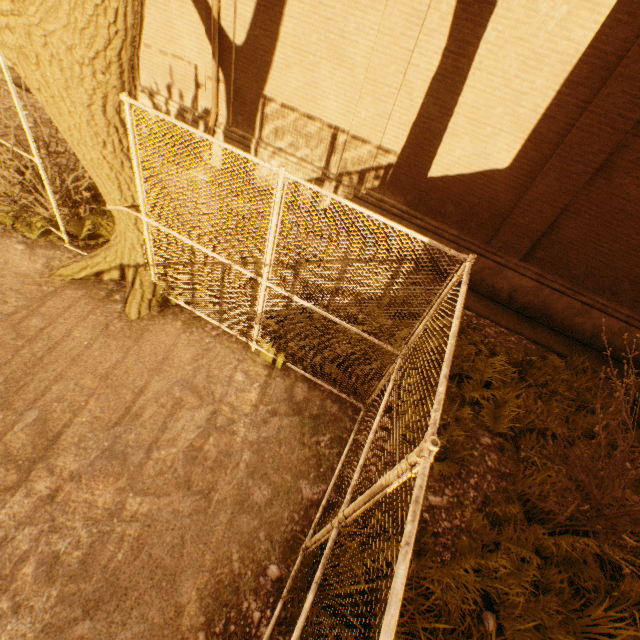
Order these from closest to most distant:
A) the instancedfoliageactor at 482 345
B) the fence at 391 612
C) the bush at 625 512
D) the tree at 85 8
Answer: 1. the fence at 391 612
2. the tree at 85 8
3. the bush at 625 512
4. the instancedfoliageactor at 482 345

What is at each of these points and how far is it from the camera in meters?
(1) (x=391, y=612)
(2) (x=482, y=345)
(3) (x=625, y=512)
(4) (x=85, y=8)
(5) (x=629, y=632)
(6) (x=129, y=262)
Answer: (1) fence, 1.1
(2) instancedfoliageactor, 6.2
(3) bush, 3.9
(4) tree, 2.9
(5) instancedfoliageactor, 3.4
(6) tree, 5.3

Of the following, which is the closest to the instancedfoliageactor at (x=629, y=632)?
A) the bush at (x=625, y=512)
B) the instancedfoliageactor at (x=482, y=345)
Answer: the bush at (x=625, y=512)

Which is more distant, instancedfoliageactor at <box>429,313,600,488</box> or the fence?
instancedfoliageactor at <box>429,313,600,488</box>

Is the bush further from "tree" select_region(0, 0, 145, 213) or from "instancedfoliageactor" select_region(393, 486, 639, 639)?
"tree" select_region(0, 0, 145, 213)

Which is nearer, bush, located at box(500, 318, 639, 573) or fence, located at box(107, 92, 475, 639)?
fence, located at box(107, 92, 475, 639)

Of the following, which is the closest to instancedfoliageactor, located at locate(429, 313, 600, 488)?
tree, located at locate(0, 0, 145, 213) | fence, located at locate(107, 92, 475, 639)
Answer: fence, located at locate(107, 92, 475, 639)

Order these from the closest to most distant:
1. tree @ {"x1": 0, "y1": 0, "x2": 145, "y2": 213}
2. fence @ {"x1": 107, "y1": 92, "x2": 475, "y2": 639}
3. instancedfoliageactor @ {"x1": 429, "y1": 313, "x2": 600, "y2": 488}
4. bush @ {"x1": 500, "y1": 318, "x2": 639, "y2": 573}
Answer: fence @ {"x1": 107, "y1": 92, "x2": 475, "y2": 639}, tree @ {"x1": 0, "y1": 0, "x2": 145, "y2": 213}, bush @ {"x1": 500, "y1": 318, "x2": 639, "y2": 573}, instancedfoliageactor @ {"x1": 429, "y1": 313, "x2": 600, "y2": 488}
